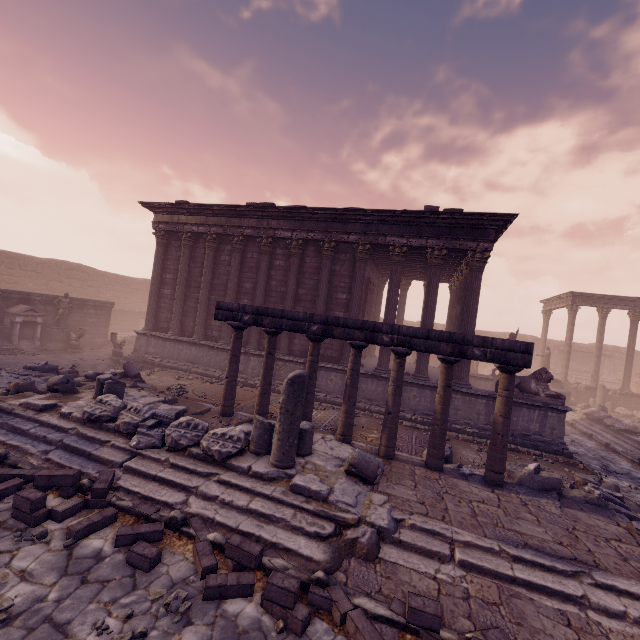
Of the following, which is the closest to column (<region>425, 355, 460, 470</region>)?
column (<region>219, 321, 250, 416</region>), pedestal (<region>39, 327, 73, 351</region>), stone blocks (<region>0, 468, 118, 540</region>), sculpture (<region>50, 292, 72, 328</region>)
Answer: column (<region>219, 321, 250, 416</region>)

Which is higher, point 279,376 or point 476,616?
point 279,376

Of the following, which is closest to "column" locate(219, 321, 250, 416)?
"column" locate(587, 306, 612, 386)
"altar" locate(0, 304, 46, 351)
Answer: "altar" locate(0, 304, 46, 351)

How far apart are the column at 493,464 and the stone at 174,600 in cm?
592

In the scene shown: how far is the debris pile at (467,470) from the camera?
7.1m

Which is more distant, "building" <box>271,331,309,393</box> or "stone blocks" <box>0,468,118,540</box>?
"building" <box>271,331,309,393</box>

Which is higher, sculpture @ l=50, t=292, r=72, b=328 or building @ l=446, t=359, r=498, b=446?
sculpture @ l=50, t=292, r=72, b=328

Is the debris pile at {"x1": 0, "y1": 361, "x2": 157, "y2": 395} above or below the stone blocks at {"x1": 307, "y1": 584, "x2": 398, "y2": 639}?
above
